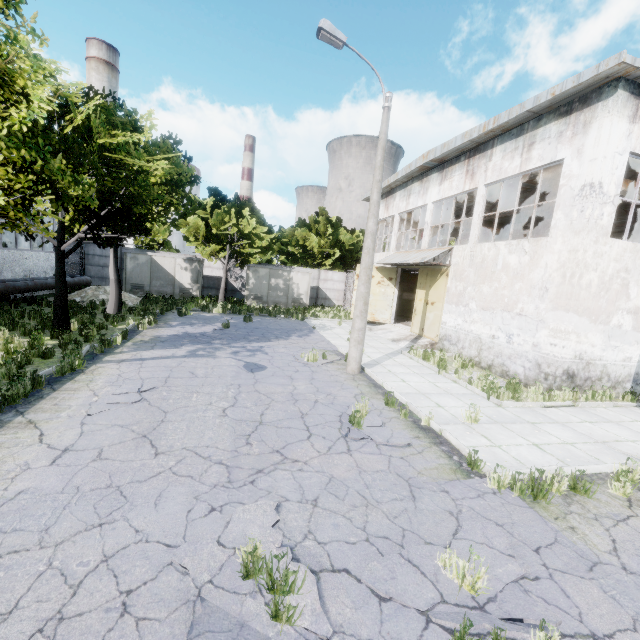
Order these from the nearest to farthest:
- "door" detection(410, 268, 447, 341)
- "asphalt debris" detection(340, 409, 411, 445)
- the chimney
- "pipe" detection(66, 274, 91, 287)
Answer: "asphalt debris" detection(340, 409, 411, 445)
"door" detection(410, 268, 447, 341)
"pipe" detection(66, 274, 91, 287)
the chimney

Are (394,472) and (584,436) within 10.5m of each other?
yes

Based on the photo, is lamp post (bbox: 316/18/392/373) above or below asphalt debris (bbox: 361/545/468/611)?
above

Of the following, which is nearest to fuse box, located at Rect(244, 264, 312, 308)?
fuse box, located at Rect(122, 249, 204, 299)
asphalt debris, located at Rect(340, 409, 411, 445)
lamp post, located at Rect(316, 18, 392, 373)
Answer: fuse box, located at Rect(122, 249, 204, 299)

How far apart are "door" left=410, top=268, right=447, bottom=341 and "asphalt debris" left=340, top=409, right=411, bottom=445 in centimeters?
1004cm

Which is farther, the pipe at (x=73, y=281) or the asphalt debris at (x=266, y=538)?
the pipe at (x=73, y=281)

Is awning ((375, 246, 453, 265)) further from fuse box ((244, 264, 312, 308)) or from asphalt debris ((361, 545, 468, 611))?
asphalt debris ((361, 545, 468, 611))

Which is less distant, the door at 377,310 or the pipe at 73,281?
the pipe at 73,281
